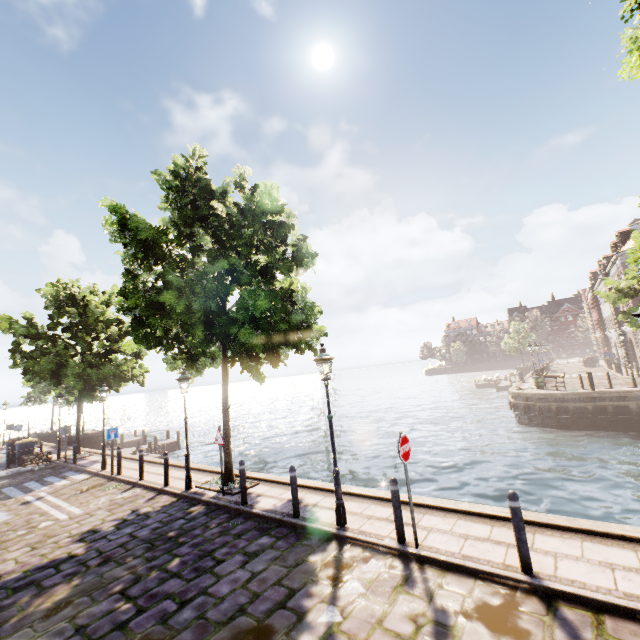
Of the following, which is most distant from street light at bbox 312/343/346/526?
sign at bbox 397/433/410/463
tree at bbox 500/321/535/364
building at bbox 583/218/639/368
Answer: tree at bbox 500/321/535/364

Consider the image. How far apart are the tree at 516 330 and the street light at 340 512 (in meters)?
52.78

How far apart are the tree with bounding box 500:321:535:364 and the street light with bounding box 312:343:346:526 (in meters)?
52.78

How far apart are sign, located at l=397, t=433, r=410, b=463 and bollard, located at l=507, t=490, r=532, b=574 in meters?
1.6 m

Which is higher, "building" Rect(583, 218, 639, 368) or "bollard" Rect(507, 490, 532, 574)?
"building" Rect(583, 218, 639, 368)

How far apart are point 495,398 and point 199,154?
42.37m

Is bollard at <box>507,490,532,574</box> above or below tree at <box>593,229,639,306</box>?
below

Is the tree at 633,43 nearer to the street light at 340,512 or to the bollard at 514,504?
the street light at 340,512
